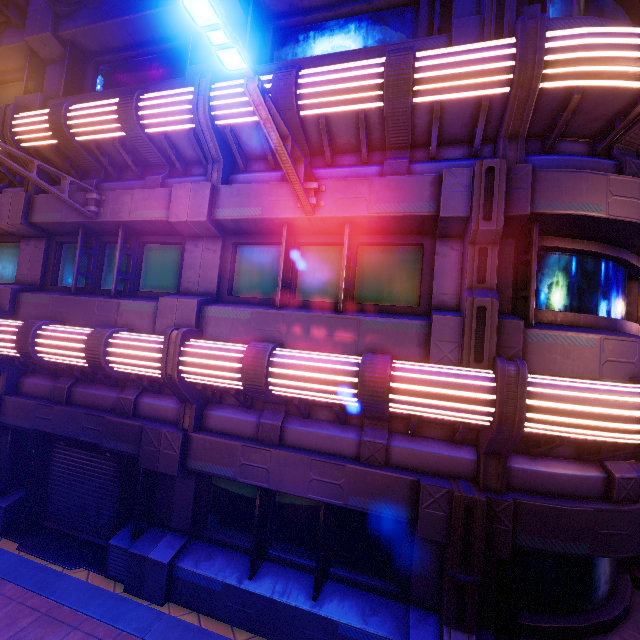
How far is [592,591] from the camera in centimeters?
517cm

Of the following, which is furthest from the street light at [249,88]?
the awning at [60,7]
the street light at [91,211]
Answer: the awning at [60,7]

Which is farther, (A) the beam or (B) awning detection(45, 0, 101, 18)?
(B) awning detection(45, 0, 101, 18)

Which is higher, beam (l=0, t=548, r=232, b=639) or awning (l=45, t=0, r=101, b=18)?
awning (l=45, t=0, r=101, b=18)

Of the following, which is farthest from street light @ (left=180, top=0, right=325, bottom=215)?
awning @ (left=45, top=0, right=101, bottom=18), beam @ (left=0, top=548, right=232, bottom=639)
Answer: beam @ (left=0, top=548, right=232, bottom=639)

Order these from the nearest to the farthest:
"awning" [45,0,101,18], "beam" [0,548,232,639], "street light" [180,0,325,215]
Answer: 1. "street light" [180,0,325,215]
2. "beam" [0,548,232,639]
3. "awning" [45,0,101,18]

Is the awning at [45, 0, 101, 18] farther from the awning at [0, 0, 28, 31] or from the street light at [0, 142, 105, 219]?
the street light at [0, 142, 105, 219]

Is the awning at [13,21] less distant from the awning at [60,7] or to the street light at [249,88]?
the awning at [60,7]
